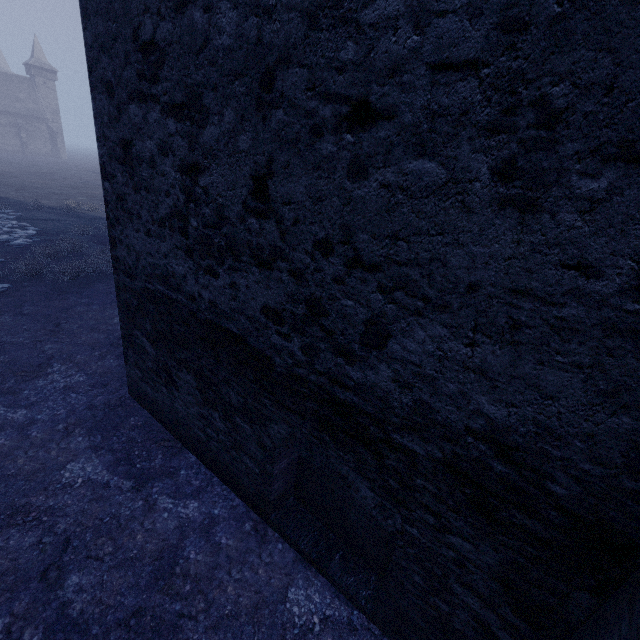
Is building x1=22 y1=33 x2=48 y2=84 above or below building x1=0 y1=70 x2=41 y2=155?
above

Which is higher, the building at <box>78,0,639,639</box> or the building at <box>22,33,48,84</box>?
the building at <box>22,33,48,84</box>

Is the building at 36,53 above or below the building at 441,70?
above

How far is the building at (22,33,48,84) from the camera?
58.58m

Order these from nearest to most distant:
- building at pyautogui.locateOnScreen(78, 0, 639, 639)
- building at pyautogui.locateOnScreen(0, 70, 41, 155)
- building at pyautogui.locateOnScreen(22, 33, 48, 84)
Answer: building at pyautogui.locateOnScreen(78, 0, 639, 639) < building at pyautogui.locateOnScreen(0, 70, 41, 155) < building at pyautogui.locateOnScreen(22, 33, 48, 84)

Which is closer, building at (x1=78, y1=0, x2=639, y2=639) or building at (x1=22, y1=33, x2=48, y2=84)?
building at (x1=78, y1=0, x2=639, y2=639)

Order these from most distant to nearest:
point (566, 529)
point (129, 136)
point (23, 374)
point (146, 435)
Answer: point (23, 374) < point (146, 435) < point (129, 136) < point (566, 529)

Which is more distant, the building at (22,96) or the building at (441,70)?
the building at (22,96)
